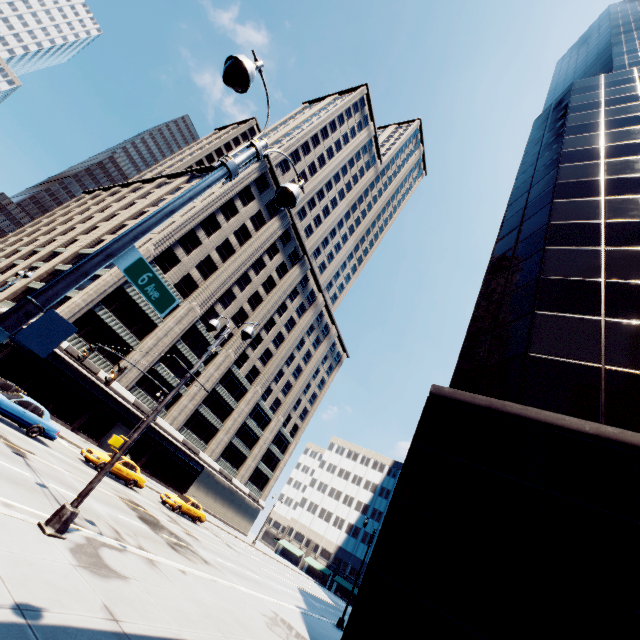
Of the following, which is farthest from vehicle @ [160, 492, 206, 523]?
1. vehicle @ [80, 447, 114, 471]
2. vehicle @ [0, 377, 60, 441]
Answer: vehicle @ [0, 377, 60, 441]

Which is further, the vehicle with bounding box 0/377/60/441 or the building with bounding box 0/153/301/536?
the building with bounding box 0/153/301/536

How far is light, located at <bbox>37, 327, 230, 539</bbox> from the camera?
7.8 meters

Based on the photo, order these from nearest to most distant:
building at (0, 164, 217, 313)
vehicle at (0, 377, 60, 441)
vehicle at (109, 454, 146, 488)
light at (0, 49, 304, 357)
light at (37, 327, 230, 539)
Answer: light at (0, 49, 304, 357) → light at (37, 327, 230, 539) → vehicle at (0, 377, 60, 441) → vehicle at (109, 454, 146, 488) → building at (0, 164, 217, 313)

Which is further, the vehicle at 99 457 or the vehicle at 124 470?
the vehicle at 124 470

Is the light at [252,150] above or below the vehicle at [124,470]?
above

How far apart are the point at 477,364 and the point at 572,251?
6.1m

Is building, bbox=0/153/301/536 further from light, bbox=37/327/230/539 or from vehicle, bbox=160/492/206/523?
light, bbox=37/327/230/539
